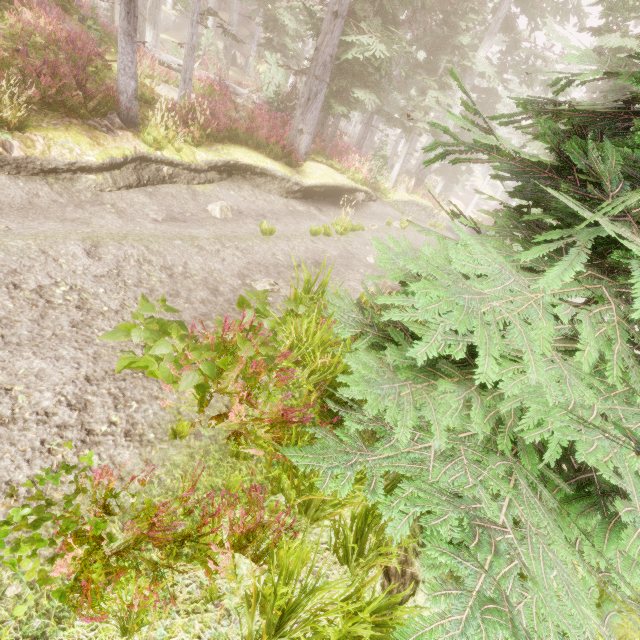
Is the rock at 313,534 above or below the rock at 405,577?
above

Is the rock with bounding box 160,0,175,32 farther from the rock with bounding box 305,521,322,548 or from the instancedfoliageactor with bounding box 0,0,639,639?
the rock with bounding box 305,521,322,548

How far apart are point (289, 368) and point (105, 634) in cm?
281

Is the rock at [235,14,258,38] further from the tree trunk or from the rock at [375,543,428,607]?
the rock at [375,543,428,607]

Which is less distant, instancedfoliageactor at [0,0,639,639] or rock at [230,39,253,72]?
instancedfoliageactor at [0,0,639,639]

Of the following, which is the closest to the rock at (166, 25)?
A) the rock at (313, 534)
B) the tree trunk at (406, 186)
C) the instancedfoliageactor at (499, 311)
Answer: the instancedfoliageactor at (499, 311)

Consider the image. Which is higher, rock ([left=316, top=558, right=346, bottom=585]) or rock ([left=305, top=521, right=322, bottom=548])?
rock ([left=316, top=558, right=346, bottom=585])

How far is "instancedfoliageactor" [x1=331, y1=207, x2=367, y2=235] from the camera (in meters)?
10.68
